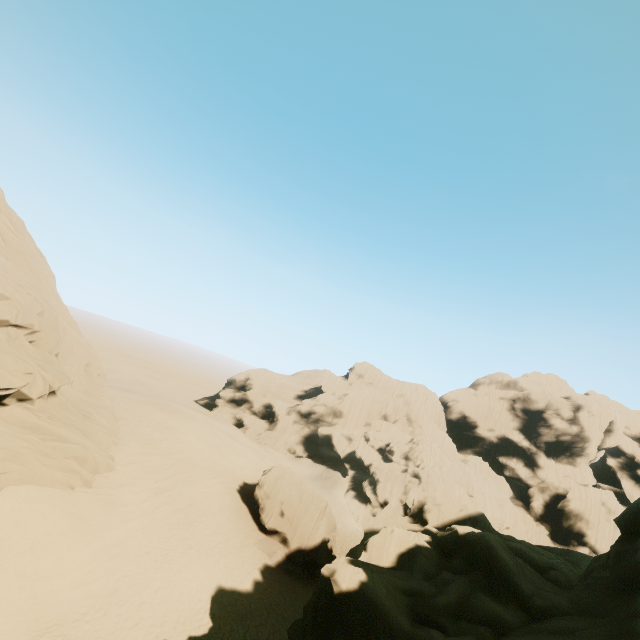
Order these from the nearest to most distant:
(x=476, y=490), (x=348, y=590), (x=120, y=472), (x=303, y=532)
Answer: (x=348, y=590)
(x=120, y=472)
(x=303, y=532)
(x=476, y=490)

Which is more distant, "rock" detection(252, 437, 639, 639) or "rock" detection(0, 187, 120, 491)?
"rock" detection(0, 187, 120, 491)

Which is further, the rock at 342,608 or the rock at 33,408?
the rock at 33,408
